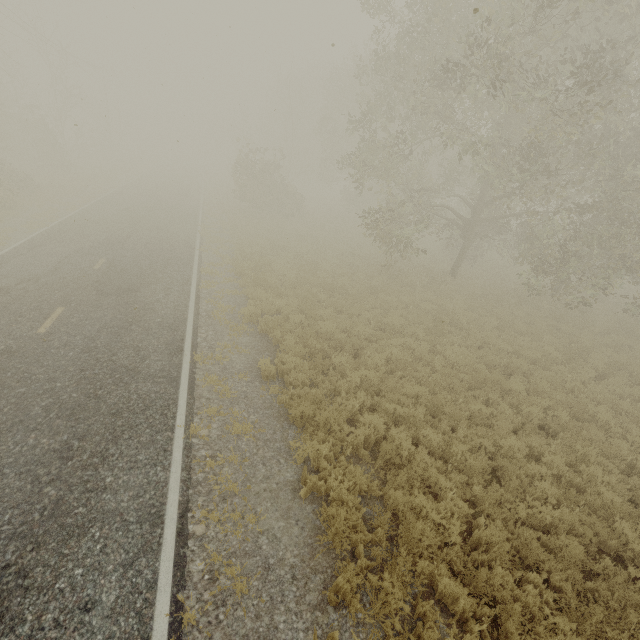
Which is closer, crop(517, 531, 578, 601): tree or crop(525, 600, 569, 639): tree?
crop(525, 600, 569, 639): tree

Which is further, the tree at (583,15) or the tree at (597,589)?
the tree at (583,15)

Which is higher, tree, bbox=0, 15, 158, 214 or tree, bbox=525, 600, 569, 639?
tree, bbox=0, 15, 158, 214

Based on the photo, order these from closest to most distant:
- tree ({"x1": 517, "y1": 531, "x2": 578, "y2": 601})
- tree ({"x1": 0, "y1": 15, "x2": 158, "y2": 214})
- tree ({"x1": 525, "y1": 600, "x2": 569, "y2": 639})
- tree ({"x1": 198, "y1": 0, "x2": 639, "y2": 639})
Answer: tree ({"x1": 525, "y1": 600, "x2": 569, "y2": 639})
tree ({"x1": 517, "y1": 531, "x2": 578, "y2": 601})
tree ({"x1": 198, "y1": 0, "x2": 639, "y2": 639})
tree ({"x1": 0, "y1": 15, "x2": 158, "y2": 214})

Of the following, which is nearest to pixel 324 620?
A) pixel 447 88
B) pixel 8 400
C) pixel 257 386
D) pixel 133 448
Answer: pixel 133 448

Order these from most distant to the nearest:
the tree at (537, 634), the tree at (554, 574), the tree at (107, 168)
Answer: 1. the tree at (107, 168)
2. the tree at (554, 574)
3. the tree at (537, 634)

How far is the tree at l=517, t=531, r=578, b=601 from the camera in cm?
514
